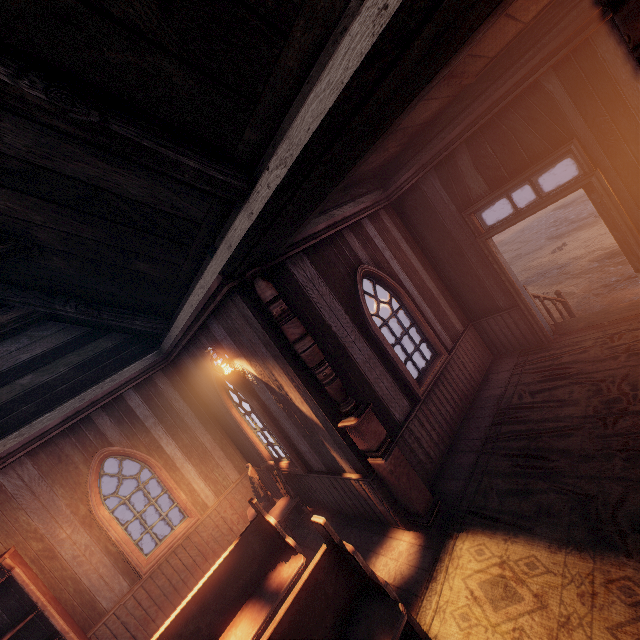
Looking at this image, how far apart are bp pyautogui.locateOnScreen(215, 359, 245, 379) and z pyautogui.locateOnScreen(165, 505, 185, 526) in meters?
10.4

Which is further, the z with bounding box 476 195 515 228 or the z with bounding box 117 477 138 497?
the z with bounding box 476 195 515 228

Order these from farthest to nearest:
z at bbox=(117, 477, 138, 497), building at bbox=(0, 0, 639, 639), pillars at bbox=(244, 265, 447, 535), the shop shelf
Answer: z at bbox=(117, 477, 138, 497) → the shop shelf → pillars at bbox=(244, 265, 447, 535) → building at bbox=(0, 0, 639, 639)

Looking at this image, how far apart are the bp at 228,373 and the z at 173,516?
10.4m

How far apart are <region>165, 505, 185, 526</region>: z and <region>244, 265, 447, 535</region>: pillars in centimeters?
1120cm

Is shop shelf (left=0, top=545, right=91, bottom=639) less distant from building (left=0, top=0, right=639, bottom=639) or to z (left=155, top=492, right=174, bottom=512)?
building (left=0, top=0, right=639, bottom=639)

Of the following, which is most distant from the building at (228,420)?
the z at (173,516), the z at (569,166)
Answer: the z at (173,516)

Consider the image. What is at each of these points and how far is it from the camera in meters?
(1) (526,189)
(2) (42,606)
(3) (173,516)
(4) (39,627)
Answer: (1) z, 27.7 m
(2) shop shelf, 4.5 m
(3) z, 12.8 m
(4) building, 4.8 m
